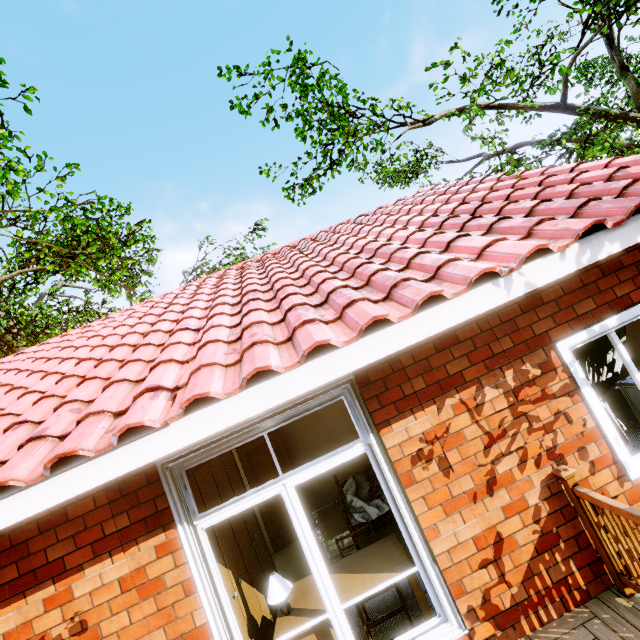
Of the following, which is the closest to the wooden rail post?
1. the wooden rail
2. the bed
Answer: the wooden rail

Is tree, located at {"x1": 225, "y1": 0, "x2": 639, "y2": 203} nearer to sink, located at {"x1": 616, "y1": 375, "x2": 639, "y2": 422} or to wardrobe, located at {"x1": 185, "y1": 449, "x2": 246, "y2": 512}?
sink, located at {"x1": 616, "y1": 375, "x2": 639, "y2": 422}

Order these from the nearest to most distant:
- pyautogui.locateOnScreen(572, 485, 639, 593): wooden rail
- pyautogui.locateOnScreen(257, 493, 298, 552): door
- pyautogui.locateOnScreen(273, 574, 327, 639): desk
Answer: pyautogui.locateOnScreen(572, 485, 639, 593): wooden rail → pyautogui.locateOnScreen(273, 574, 327, 639): desk → pyautogui.locateOnScreen(257, 493, 298, 552): door

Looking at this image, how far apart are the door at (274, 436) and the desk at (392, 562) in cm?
299

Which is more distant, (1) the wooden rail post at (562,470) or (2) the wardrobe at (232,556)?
(2) the wardrobe at (232,556)

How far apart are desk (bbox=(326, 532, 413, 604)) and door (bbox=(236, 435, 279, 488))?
2.99m

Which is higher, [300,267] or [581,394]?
[300,267]

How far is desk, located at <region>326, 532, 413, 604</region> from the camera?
3.0 meters
